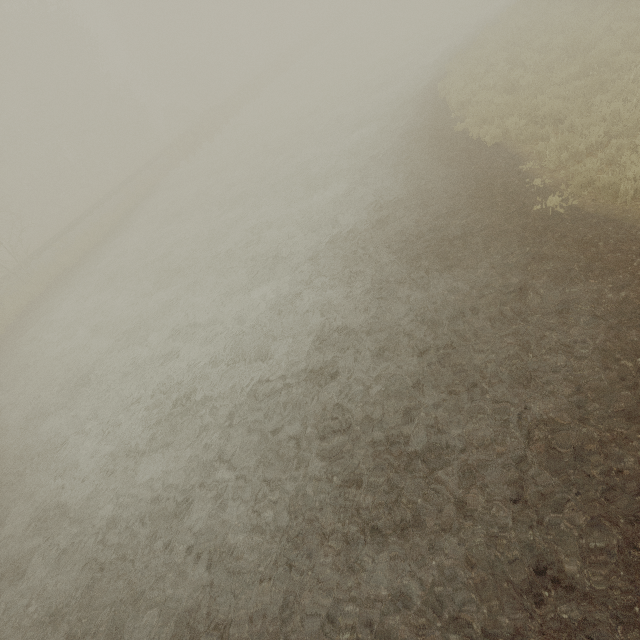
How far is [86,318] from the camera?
13.52m

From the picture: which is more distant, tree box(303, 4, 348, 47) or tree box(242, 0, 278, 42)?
tree box(242, 0, 278, 42)

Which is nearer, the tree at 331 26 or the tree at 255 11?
the tree at 331 26

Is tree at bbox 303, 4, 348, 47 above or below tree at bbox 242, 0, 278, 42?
below

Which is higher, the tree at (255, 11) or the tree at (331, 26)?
the tree at (255, 11)
